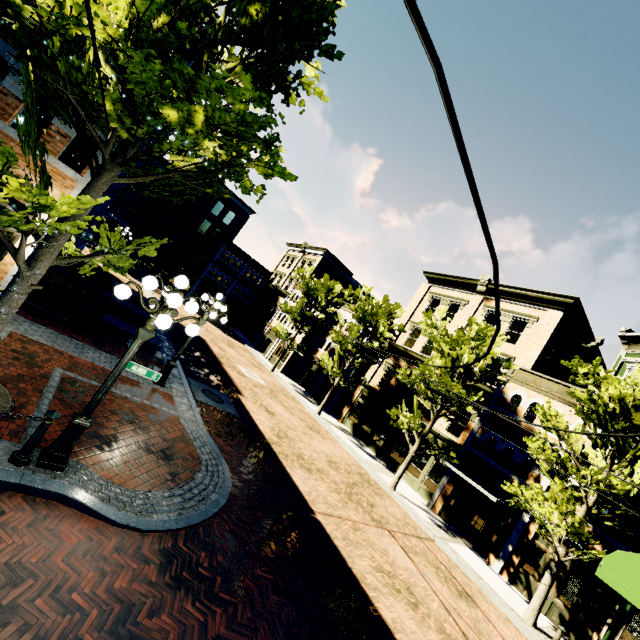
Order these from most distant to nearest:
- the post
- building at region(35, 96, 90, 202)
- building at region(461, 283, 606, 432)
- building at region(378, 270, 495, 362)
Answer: building at region(378, 270, 495, 362) → building at region(461, 283, 606, 432) → building at region(35, 96, 90, 202) → the post

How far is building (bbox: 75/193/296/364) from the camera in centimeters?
3762cm

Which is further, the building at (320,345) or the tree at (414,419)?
the building at (320,345)

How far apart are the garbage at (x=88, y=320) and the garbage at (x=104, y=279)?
6.8m

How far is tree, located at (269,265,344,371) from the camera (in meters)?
28.31

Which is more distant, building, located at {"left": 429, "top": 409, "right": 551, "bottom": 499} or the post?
building, located at {"left": 429, "top": 409, "right": 551, "bottom": 499}

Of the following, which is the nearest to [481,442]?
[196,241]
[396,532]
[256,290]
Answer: [396,532]

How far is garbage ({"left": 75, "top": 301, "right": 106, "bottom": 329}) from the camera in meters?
11.2
